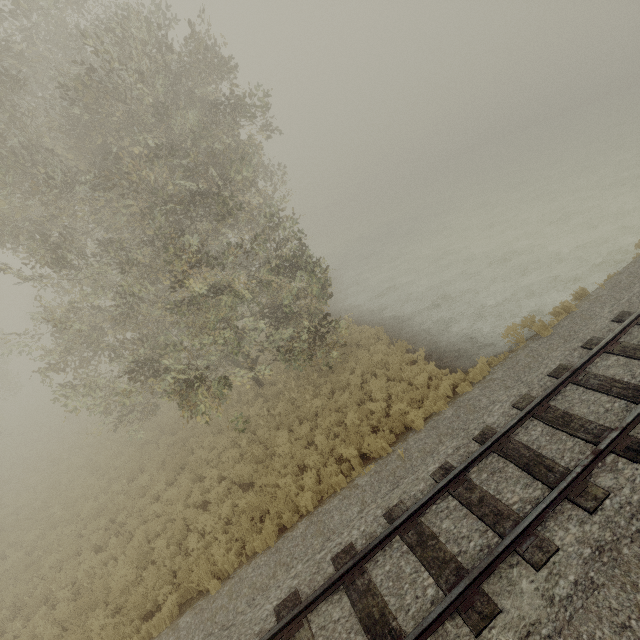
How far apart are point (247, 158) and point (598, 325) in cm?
1217
